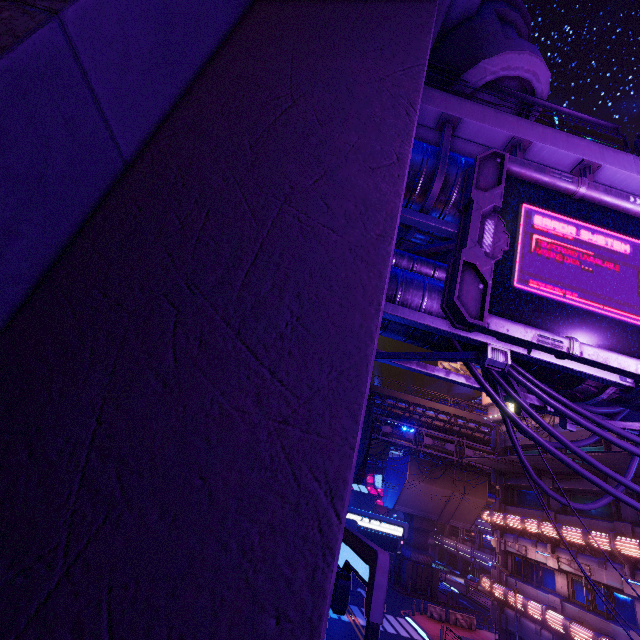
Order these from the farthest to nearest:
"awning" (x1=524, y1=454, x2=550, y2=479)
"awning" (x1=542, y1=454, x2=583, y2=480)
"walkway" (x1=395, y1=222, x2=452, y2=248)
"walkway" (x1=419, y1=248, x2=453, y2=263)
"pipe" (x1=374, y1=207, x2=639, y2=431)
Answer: "awning" (x1=524, y1=454, x2=550, y2=479) < "awning" (x1=542, y1=454, x2=583, y2=480) < "walkway" (x1=419, y1=248, x2=453, y2=263) < "walkway" (x1=395, y1=222, x2=452, y2=248) < "pipe" (x1=374, y1=207, x2=639, y2=431)

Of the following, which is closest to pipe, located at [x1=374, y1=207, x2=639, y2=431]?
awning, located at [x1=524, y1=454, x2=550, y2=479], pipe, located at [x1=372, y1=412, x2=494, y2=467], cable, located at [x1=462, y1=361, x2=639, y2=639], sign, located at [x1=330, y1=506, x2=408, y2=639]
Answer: cable, located at [x1=462, y1=361, x2=639, y2=639]

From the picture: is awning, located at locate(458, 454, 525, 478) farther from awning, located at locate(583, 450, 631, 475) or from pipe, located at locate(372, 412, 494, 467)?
pipe, located at locate(372, 412, 494, 467)

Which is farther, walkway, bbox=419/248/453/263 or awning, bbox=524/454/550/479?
awning, bbox=524/454/550/479

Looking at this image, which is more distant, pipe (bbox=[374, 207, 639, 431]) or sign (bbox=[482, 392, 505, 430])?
sign (bbox=[482, 392, 505, 430])

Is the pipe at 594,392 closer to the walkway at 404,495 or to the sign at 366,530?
the sign at 366,530

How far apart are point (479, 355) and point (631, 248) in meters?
3.0 m

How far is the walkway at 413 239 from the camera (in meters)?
6.88
